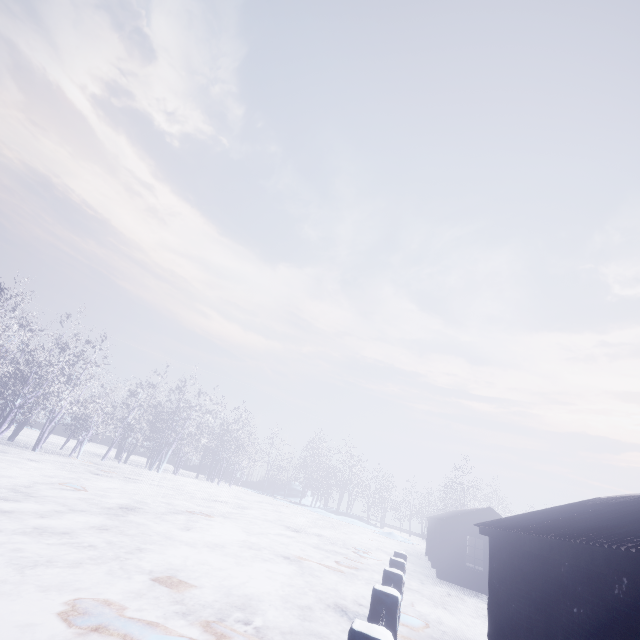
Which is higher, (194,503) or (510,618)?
(510,618)
